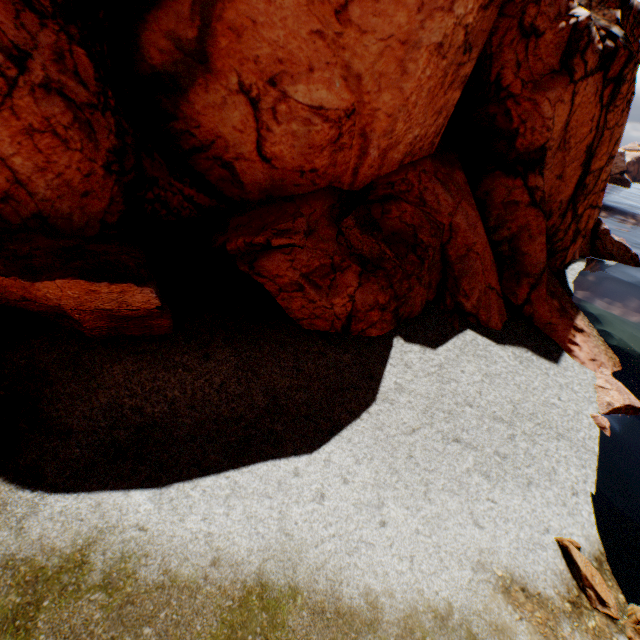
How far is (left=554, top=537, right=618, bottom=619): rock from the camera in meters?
7.6 m

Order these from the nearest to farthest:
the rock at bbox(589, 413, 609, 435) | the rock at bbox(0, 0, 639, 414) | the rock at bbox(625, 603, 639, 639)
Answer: the rock at bbox(625, 603, 639, 639), the rock at bbox(0, 0, 639, 414), the rock at bbox(589, 413, 609, 435)

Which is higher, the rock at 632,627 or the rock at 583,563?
the rock at 583,563

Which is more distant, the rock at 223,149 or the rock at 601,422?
the rock at 601,422

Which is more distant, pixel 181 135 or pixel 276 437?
pixel 181 135

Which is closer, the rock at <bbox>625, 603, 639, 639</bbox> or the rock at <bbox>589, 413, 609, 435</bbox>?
the rock at <bbox>625, 603, 639, 639</bbox>

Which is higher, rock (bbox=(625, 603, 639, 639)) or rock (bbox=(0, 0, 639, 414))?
rock (bbox=(0, 0, 639, 414))
